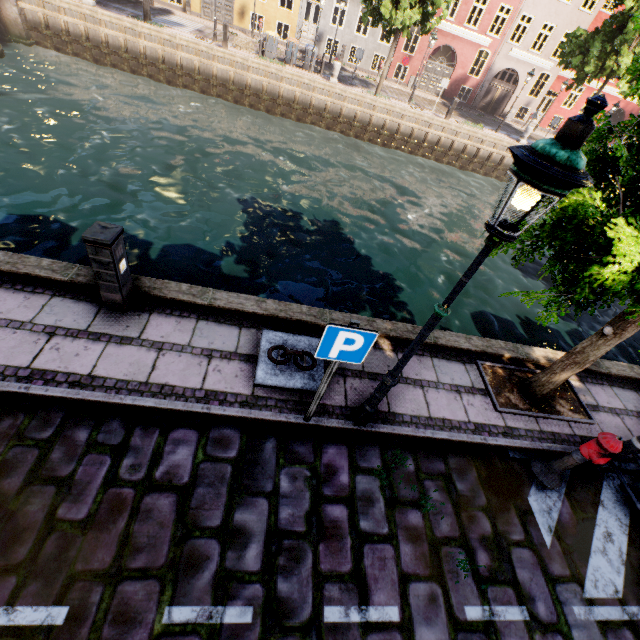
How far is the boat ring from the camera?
4.5m

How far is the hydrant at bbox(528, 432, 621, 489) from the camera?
4.0m

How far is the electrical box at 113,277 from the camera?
3.82m

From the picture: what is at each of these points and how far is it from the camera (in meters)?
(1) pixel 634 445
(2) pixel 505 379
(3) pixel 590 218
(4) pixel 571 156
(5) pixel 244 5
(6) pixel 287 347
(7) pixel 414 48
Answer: (1) bollard, 4.36
(2) tree planter, 5.79
(3) tree, 2.98
(4) street light, 1.83
(5) building, 24.06
(6) boat ring, 4.93
(7) building, 30.64

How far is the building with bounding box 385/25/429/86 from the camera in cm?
2536

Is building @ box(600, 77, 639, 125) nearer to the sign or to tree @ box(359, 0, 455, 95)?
tree @ box(359, 0, 455, 95)

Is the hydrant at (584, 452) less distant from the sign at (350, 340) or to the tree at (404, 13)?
the tree at (404, 13)

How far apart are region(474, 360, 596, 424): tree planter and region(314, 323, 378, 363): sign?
3.27m
